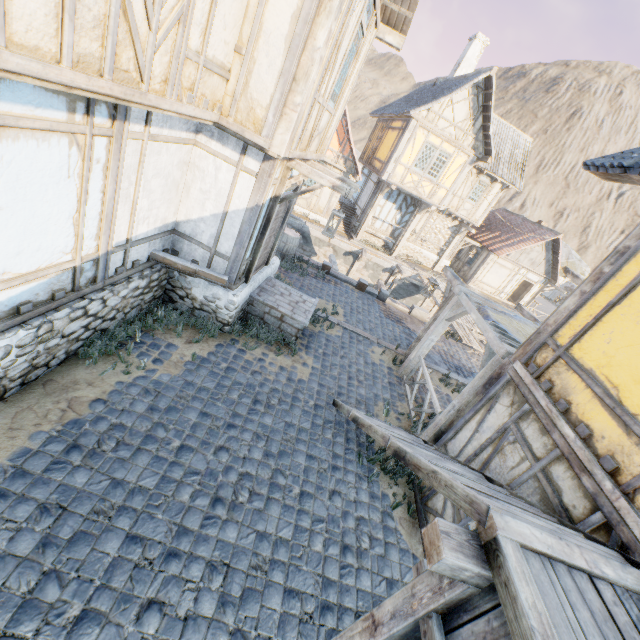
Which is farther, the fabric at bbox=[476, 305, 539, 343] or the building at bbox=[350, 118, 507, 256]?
the building at bbox=[350, 118, 507, 256]

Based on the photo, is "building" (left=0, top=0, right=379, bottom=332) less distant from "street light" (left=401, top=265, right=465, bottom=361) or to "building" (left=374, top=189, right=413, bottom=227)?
"street light" (left=401, top=265, right=465, bottom=361)

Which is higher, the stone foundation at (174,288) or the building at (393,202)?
the building at (393,202)

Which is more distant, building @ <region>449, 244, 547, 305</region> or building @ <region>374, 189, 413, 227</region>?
building @ <region>449, 244, 547, 305</region>

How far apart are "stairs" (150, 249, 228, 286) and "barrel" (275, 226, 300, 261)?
5.29m

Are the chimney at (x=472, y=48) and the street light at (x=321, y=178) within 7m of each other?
no

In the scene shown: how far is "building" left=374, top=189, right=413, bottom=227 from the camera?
19.8m

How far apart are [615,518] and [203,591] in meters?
4.3 m
